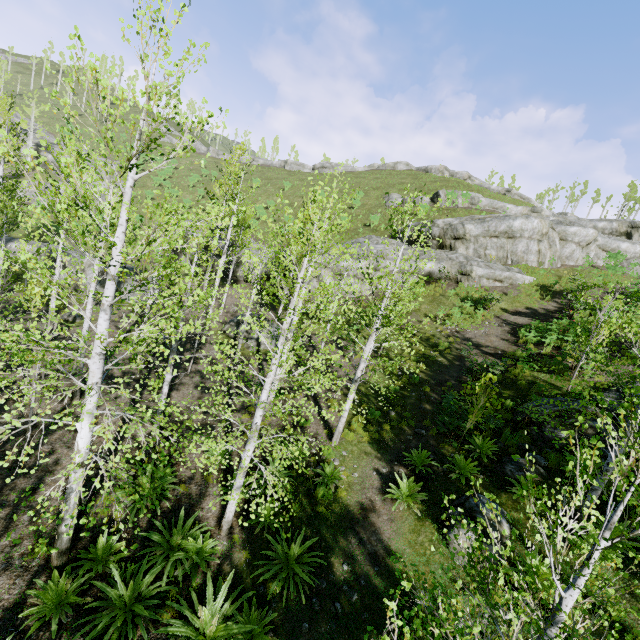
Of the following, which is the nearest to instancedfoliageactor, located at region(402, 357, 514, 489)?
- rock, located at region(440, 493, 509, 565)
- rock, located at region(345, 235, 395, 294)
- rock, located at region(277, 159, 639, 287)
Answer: rock, located at region(440, 493, 509, 565)

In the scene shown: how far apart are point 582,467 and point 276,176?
56.9 meters

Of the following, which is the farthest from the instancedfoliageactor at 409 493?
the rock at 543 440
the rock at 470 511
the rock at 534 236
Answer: the rock at 534 236

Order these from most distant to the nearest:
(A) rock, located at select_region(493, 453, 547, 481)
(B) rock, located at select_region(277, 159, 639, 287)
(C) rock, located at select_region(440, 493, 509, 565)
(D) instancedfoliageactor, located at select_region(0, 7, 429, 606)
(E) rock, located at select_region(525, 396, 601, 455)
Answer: (B) rock, located at select_region(277, 159, 639, 287) < (E) rock, located at select_region(525, 396, 601, 455) < (A) rock, located at select_region(493, 453, 547, 481) < (C) rock, located at select_region(440, 493, 509, 565) < (D) instancedfoliageactor, located at select_region(0, 7, 429, 606)

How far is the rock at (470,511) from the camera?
7.48m

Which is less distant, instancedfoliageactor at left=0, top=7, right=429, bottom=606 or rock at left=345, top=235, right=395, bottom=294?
instancedfoliageactor at left=0, top=7, right=429, bottom=606

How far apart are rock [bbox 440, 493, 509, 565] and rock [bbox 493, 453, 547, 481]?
1.1 meters

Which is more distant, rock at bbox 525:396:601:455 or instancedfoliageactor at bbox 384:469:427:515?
rock at bbox 525:396:601:455
